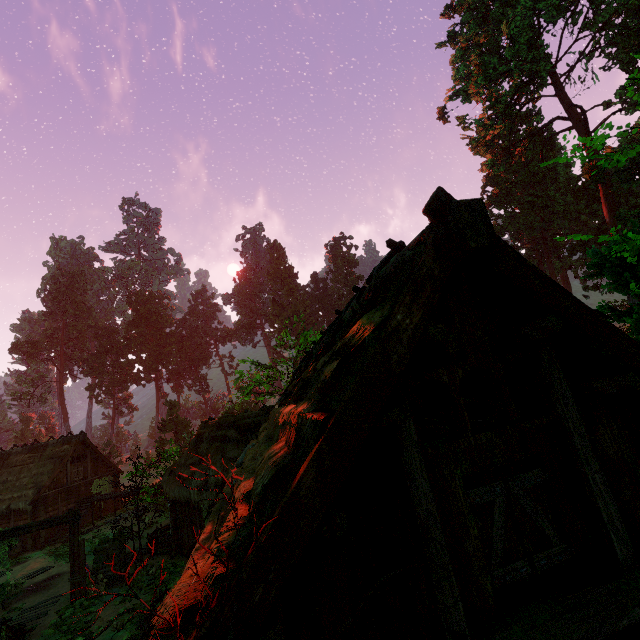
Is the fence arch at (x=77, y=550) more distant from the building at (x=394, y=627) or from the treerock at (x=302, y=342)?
the treerock at (x=302, y=342)

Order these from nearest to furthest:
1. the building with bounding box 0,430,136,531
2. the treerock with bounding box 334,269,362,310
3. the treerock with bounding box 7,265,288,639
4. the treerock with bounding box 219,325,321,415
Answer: the treerock with bounding box 7,265,288,639 < the building with bounding box 0,430,136,531 < the treerock with bounding box 219,325,321,415 < the treerock with bounding box 334,269,362,310

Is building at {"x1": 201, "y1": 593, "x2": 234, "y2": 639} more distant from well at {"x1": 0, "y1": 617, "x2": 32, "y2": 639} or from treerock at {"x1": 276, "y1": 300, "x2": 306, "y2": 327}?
well at {"x1": 0, "y1": 617, "x2": 32, "y2": 639}

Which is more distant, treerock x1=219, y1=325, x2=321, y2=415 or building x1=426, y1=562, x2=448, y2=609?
treerock x1=219, y1=325, x2=321, y2=415

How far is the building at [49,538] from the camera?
23.9m

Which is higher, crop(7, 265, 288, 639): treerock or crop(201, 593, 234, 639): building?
crop(7, 265, 288, 639): treerock

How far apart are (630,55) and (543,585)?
39.5 meters
